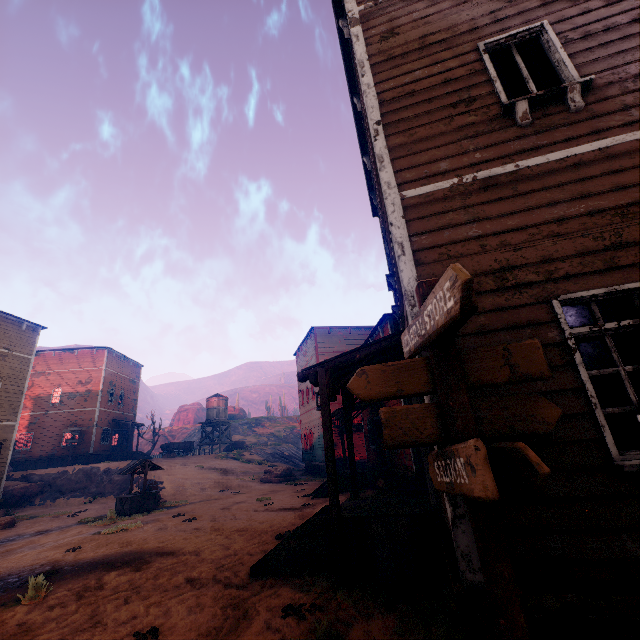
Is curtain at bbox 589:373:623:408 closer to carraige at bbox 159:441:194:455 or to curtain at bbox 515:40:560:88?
curtain at bbox 515:40:560:88

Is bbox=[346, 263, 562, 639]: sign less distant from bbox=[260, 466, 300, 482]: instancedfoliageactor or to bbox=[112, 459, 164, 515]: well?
bbox=[112, 459, 164, 515]: well

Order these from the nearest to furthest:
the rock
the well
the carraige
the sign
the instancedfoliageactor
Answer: the sign → the well → the rock → the instancedfoliageactor → the carraige

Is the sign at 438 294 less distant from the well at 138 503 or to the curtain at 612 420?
the curtain at 612 420

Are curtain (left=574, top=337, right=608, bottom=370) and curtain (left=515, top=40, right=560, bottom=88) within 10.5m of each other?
yes

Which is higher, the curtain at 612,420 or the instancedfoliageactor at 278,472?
the curtain at 612,420

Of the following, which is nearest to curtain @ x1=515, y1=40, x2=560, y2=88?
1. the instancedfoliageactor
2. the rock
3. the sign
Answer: the sign

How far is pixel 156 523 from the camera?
11.8m
